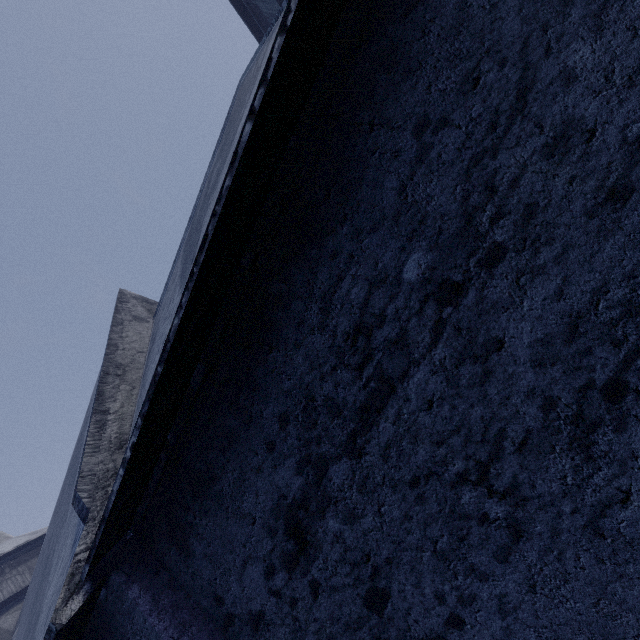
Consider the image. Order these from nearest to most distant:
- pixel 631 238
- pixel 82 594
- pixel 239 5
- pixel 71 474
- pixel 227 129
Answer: pixel 631 238 → pixel 82 594 → pixel 227 129 → pixel 71 474 → pixel 239 5
